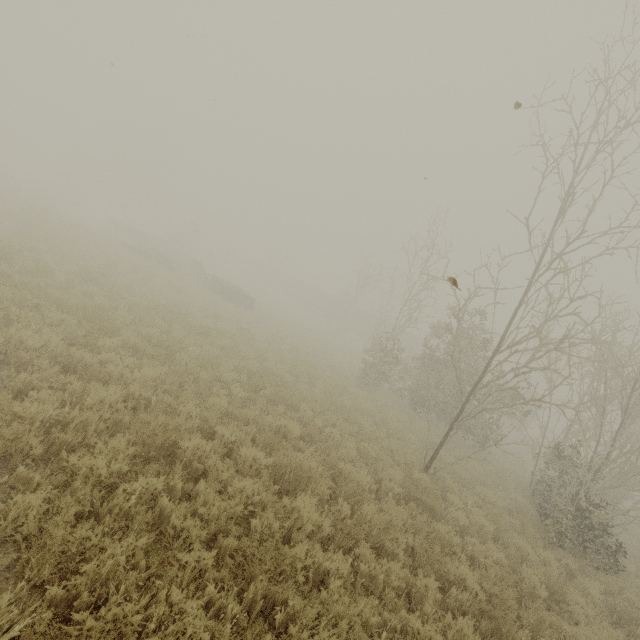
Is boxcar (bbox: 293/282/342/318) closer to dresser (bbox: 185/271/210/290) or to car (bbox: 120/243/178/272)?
dresser (bbox: 185/271/210/290)

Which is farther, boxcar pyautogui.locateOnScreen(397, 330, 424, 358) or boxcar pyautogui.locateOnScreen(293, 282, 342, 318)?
boxcar pyautogui.locateOnScreen(293, 282, 342, 318)

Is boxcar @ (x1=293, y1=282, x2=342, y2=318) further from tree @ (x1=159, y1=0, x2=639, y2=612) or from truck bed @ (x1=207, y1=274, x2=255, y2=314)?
truck bed @ (x1=207, y1=274, x2=255, y2=314)

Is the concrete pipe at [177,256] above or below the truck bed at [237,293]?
above

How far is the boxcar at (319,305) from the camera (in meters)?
54.34

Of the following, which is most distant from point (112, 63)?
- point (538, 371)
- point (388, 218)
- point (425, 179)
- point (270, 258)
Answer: point (270, 258)

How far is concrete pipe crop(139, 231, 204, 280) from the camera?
Answer: 29.6m

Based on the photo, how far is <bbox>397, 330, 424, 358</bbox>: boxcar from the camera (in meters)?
43.50
